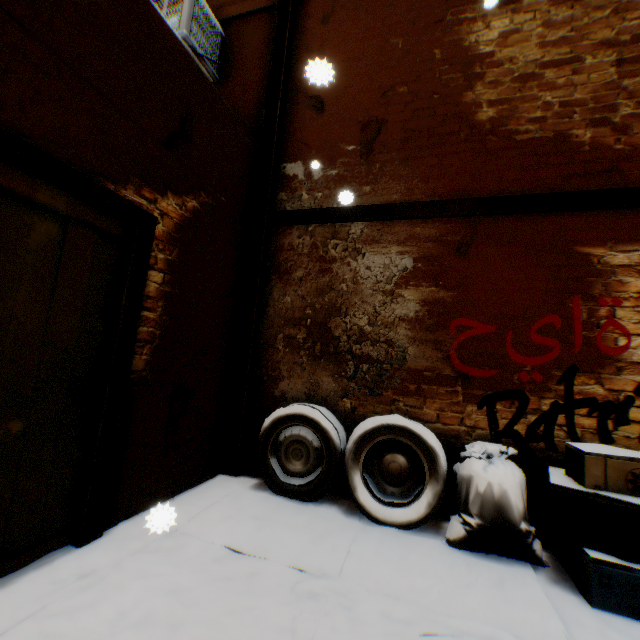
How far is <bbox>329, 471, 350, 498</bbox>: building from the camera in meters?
3.4

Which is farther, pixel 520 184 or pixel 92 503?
pixel 520 184

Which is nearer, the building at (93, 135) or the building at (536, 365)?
the building at (93, 135)

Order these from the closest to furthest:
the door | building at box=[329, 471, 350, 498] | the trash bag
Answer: the door
the trash bag
building at box=[329, 471, 350, 498]

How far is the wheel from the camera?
2.87m

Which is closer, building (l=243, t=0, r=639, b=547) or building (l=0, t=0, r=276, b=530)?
building (l=0, t=0, r=276, b=530)

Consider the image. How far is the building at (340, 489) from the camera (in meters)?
3.42

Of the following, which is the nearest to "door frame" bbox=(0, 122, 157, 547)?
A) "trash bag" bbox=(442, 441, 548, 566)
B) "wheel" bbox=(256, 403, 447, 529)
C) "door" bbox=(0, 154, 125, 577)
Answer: "door" bbox=(0, 154, 125, 577)
